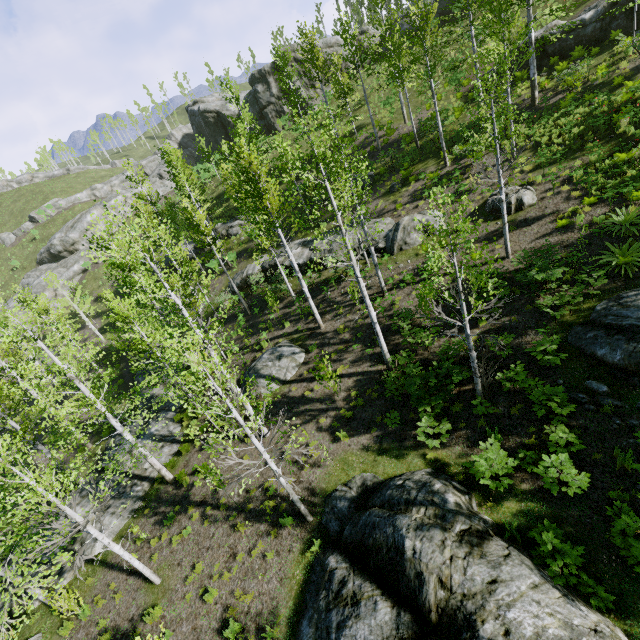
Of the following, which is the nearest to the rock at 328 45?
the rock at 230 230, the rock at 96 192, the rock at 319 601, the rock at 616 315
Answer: the rock at 96 192

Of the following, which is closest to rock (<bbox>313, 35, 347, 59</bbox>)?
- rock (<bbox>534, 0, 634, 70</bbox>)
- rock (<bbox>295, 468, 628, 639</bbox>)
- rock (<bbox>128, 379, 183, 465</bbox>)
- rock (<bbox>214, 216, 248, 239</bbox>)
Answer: rock (<bbox>214, 216, 248, 239</bbox>)

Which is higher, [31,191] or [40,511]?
[31,191]

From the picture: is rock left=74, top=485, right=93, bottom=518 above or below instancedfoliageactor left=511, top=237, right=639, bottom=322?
below

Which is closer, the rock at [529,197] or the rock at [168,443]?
the rock at [529,197]

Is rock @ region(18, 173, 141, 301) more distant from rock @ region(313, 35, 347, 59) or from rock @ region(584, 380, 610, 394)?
rock @ region(584, 380, 610, 394)

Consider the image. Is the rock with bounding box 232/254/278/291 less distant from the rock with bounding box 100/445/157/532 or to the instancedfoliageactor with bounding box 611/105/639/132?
the instancedfoliageactor with bounding box 611/105/639/132

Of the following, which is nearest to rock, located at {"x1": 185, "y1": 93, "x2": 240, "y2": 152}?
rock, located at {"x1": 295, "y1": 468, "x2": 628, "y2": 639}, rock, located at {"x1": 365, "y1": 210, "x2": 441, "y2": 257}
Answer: rock, located at {"x1": 365, "y1": 210, "x2": 441, "y2": 257}
